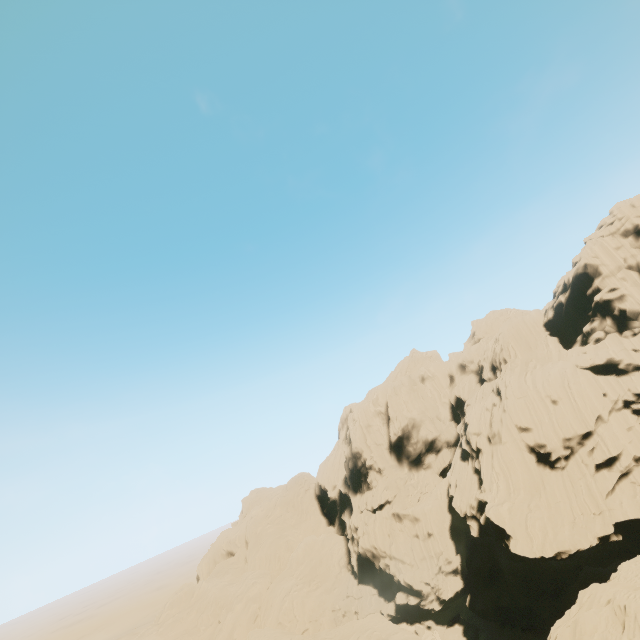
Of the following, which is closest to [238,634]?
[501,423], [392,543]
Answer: [392,543]
